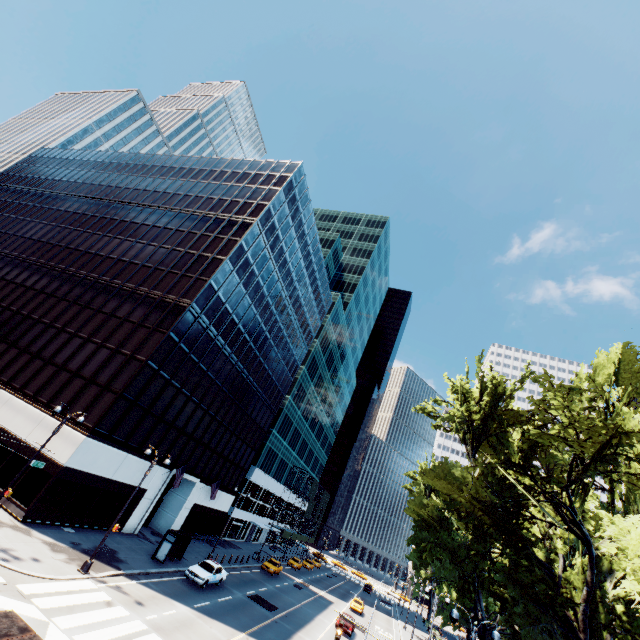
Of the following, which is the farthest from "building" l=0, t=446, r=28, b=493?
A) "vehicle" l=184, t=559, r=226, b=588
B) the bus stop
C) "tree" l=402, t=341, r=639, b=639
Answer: "tree" l=402, t=341, r=639, b=639

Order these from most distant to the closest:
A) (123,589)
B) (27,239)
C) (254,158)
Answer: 1. (254,158)
2. (27,239)
3. (123,589)

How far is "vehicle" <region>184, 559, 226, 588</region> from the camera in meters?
26.3 m

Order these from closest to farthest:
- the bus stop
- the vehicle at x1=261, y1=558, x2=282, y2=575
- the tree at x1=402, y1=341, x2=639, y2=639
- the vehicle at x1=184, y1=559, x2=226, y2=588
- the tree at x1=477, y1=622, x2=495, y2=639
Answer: the tree at x1=402, y1=341, x2=639, y2=639 → the vehicle at x1=184, y1=559, x2=226, y2=588 → the bus stop → the tree at x1=477, y1=622, x2=495, y2=639 → the vehicle at x1=261, y1=558, x2=282, y2=575

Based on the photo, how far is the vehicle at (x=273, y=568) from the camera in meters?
42.9 m

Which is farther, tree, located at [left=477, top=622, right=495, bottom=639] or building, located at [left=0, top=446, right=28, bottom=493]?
tree, located at [left=477, top=622, right=495, bottom=639]

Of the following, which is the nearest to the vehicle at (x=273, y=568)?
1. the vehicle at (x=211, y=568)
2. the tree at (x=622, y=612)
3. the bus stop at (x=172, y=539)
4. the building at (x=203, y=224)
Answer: the building at (x=203, y=224)

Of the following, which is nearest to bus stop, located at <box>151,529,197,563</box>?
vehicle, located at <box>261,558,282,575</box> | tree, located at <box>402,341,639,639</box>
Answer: tree, located at <box>402,341,639,639</box>
